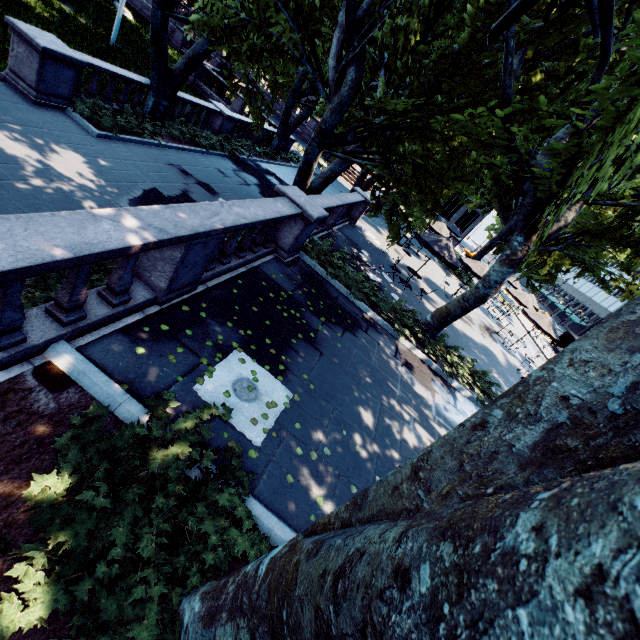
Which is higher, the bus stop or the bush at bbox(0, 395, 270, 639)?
the bus stop

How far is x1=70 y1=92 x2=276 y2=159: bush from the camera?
11.7 meters

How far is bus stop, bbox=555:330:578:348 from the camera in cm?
3356

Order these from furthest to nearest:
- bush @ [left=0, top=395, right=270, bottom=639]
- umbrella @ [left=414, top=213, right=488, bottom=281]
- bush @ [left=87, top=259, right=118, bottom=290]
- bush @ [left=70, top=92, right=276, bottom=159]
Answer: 1. umbrella @ [left=414, top=213, right=488, bottom=281]
2. bush @ [left=70, top=92, right=276, bottom=159]
3. bush @ [left=87, top=259, right=118, bottom=290]
4. bush @ [left=0, top=395, right=270, bottom=639]

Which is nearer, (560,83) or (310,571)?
(310,571)

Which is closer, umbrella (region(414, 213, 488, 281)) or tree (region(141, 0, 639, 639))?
tree (region(141, 0, 639, 639))

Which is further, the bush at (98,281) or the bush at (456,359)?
the bush at (456,359)

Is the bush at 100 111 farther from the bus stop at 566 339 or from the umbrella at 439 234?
the bus stop at 566 339
